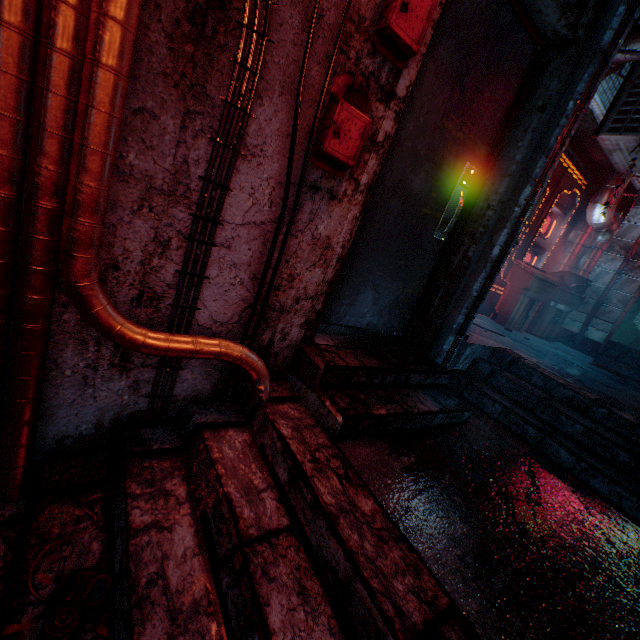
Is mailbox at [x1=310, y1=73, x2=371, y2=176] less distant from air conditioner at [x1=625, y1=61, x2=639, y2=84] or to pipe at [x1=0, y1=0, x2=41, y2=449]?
pipe at [x1=0, y1=0, x2=41, y2=449]

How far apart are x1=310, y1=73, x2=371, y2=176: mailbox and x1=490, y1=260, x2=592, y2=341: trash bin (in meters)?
4.57

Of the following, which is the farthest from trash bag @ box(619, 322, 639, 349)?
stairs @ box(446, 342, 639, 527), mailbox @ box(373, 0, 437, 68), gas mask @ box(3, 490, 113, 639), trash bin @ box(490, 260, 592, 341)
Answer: gas mask @ box(3, 490, 113, 639)

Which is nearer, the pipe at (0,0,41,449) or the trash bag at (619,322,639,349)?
the pipe at (0,0,41,449)

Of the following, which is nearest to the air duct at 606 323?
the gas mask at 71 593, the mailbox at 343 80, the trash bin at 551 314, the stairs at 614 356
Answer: the stairs at 614 356

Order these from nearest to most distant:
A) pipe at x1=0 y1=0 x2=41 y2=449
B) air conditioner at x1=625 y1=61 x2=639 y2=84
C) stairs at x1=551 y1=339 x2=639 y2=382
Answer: pipe at x1=0 y1=0 x2=41 y2=449 < air conditioner at x1=625 y1=61 x2=639 y2=84 < stairs at x1=551 y1=339 x2=639 y2=382

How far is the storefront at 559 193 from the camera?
5.05m

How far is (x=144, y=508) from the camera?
1.2m
